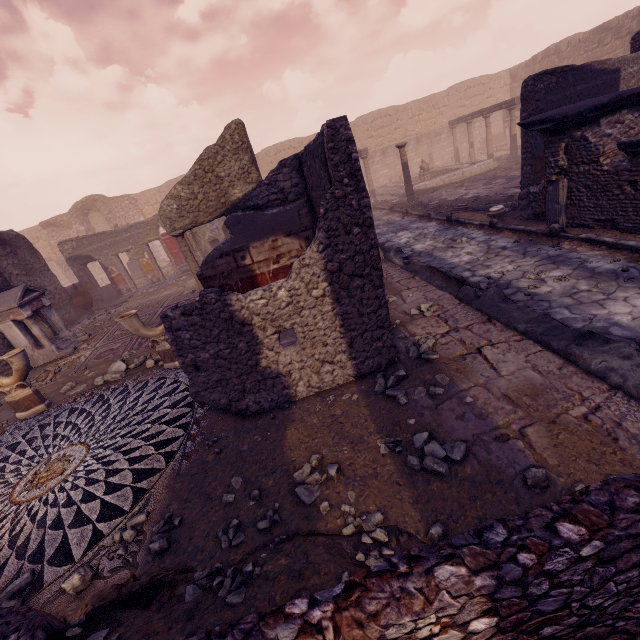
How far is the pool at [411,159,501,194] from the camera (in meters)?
15.96

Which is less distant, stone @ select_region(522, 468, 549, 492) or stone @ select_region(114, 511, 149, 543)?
stone @ select_region(522, 468, 549, 492)

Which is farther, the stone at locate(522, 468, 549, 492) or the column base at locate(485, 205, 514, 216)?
the column base at locate(485, 205, 514, 216)

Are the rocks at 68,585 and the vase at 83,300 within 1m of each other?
no

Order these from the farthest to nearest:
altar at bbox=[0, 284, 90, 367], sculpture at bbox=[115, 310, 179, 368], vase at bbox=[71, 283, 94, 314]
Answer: vase at bbox=[71, 283, 94, 314] < altar at bbox=[0, 284, 90, 367] < sculpture at bbox=[115, 310, 179, 368]

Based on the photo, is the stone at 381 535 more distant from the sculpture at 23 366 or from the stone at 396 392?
the sculpture at 23 366

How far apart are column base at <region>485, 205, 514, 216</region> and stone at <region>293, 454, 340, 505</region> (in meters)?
8.23

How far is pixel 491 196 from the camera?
10.7m
